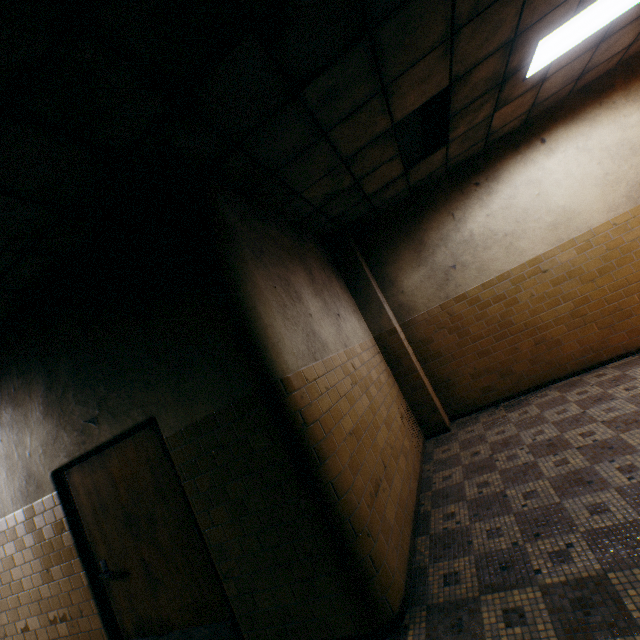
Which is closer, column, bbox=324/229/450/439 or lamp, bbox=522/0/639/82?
lamp, bbox=522/0/639/82

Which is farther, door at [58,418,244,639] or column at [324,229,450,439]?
column at [324,229,450,439]

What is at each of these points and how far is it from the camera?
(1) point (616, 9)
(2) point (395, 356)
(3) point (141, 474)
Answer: (1) lamp, 3.5 meters
(2) column, 5.7 meters
(3) door, 3.1 meters

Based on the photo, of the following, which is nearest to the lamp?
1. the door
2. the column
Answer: the column

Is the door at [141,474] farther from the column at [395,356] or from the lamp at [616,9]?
the lamp at [616,9]

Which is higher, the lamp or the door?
the lamp

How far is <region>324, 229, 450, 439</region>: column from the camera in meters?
5.5 m
